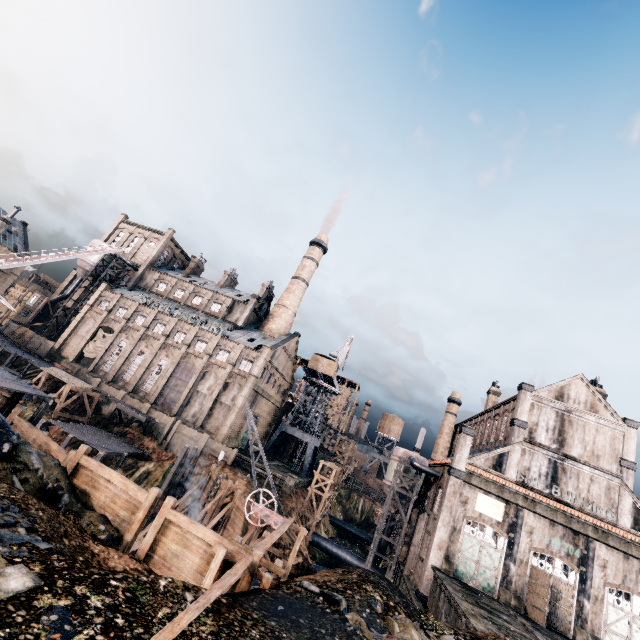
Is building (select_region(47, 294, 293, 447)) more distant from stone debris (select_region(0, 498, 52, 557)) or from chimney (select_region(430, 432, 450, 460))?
stone debris (select_region(0, 498, 52, 557))

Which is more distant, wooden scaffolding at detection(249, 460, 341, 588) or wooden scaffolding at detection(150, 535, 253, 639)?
wooden scaffolding at detection(249, 460, 341, 588)

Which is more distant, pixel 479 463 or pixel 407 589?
pixel 479 463

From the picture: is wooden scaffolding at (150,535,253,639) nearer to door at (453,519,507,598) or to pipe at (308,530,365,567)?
door at (453,519,507,598)

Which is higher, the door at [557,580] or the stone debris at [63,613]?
the door at [557,580]

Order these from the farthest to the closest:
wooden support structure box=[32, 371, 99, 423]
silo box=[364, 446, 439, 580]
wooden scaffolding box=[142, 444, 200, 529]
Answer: wooden support structure box=[32, 371, 99, 423]
silo box=[364, 446, 439, 580]
wooden scaffolding box=[142, 444, 200, 529]

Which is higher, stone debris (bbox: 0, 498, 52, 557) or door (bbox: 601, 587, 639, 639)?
door (bbox: 601, 587, 639, 639)

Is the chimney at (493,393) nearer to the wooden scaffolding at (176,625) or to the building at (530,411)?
the building at (530,411)
